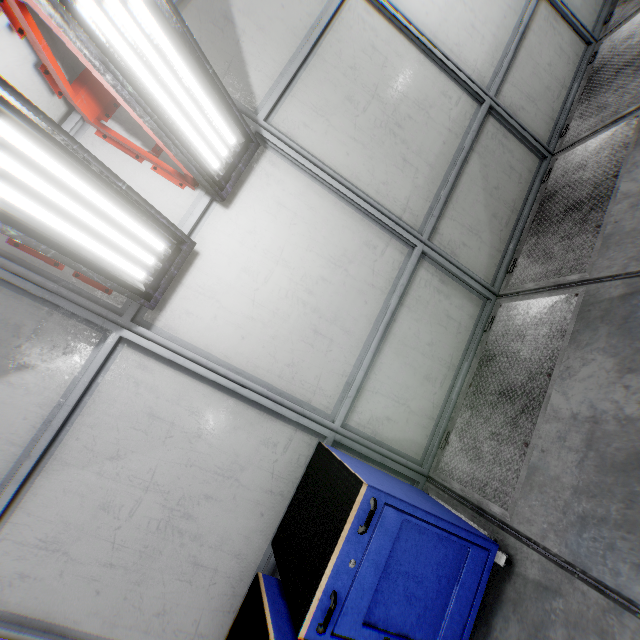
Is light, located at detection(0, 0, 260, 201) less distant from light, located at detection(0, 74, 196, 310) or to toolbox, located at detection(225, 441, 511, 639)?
light, located at detection(0, 74, 196, 310)

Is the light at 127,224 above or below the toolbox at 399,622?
above

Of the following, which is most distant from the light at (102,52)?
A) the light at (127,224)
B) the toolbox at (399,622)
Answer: the toolbox at (399,622)

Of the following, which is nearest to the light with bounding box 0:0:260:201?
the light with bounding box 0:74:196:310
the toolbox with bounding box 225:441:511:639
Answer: the light with bounding box 0:74:196:310

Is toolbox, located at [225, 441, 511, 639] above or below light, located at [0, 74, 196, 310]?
below

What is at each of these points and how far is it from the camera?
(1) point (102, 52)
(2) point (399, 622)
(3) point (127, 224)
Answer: (1) light, 1.7m
(2) toolbox, 1.8m
(3) light, 2.0m

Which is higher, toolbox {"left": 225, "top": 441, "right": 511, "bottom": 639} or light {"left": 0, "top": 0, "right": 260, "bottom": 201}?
light {"left": 0, "top": 0, "right": 260, "bottom": 201}
